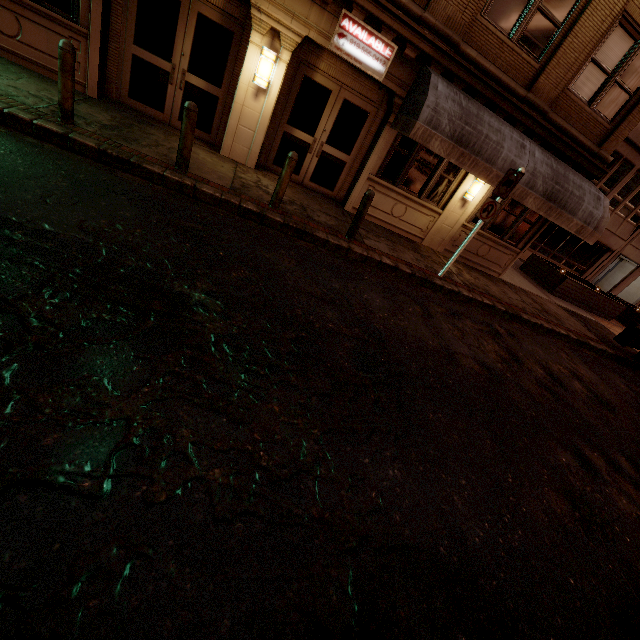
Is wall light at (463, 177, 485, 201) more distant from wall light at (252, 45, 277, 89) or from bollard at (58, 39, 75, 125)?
bollard at (58, 39, 75, 125)

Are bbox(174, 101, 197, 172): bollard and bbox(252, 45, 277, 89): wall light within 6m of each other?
A: yes

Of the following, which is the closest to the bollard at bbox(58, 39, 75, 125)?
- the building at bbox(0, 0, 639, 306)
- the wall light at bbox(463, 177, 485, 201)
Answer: the building at bbox(0, 0, 639, 306)

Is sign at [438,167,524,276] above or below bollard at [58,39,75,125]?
above

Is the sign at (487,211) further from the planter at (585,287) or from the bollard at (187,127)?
the planter at (585,287)

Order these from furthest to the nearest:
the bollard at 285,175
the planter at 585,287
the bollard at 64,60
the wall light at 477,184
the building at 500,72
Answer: the planter at 585,287 → the wall light at 477,184 → the building at 500,72 → the bollard at 285,175 → the bollard at 64,60

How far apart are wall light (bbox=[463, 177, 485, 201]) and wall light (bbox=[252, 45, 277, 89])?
6.57m

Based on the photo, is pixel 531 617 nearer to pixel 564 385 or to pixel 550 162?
pixel 564 385
